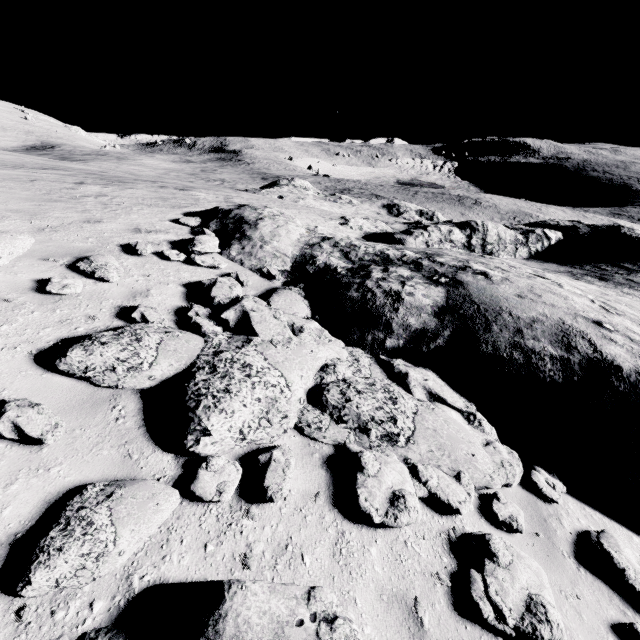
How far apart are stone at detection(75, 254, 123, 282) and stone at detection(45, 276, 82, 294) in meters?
0.5 m

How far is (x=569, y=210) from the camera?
53.62m

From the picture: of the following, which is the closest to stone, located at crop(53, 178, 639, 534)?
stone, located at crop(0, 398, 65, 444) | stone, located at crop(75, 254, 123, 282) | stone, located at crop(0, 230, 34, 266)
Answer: stone, located at crop(0, 398, 65, 444)

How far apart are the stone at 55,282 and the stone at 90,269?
0.5m

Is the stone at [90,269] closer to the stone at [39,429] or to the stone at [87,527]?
the stone at [87,527]

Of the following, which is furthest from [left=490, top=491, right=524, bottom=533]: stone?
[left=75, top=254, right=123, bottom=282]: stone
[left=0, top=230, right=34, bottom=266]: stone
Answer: [left=0, top=230, right=34, bottom=266]: stone

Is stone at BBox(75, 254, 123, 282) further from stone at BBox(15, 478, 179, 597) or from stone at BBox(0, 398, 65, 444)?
stone at BBox(0, 398, 65, 444)
